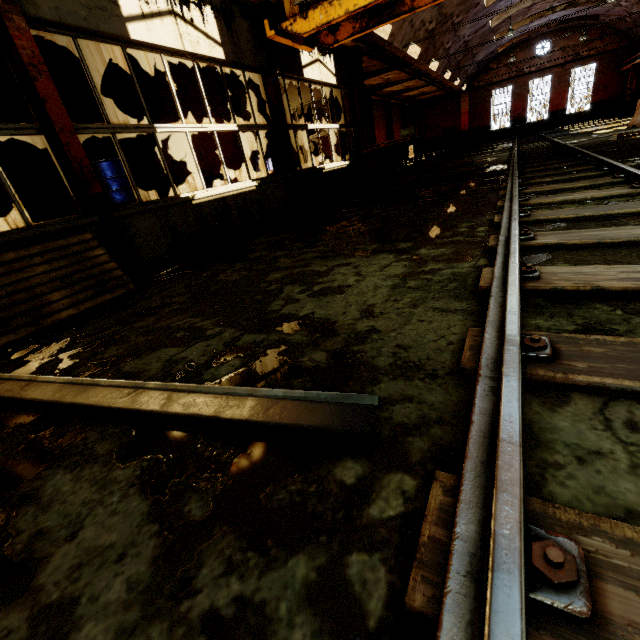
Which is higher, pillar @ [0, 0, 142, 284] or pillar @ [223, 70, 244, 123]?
pillar @ [223, 70, 244, 123]

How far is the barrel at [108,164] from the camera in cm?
788

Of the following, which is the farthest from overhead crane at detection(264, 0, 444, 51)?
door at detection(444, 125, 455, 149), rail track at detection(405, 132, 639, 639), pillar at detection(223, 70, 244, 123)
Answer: door at detection(444, 125, 455, 149)

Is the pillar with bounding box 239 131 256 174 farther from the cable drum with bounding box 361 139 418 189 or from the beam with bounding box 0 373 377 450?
the beam with bounding box 0 373 377 450

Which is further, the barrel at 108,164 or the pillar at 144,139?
the pillar at 144,139

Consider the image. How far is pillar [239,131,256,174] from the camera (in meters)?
13.19

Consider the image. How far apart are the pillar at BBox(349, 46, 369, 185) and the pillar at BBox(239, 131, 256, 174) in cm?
424

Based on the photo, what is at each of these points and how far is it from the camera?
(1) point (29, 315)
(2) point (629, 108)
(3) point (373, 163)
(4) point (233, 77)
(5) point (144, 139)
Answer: (1) wooden pallet, 3.43m
(2) building, 25.30m
(3) concrete barricade, 12.91m
(4) pillar, 12.52m
(5) pillar, 9.66m
